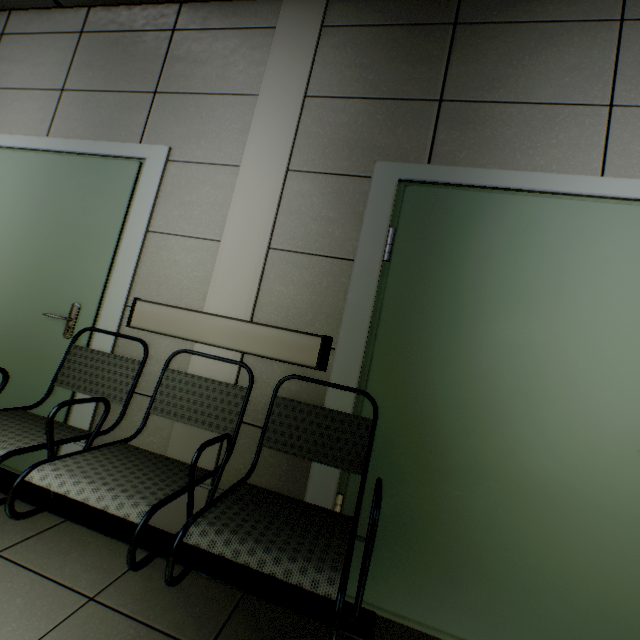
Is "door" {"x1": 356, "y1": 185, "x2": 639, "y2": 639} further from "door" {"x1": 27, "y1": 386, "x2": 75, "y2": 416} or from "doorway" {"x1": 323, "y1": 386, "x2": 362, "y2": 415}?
"door" {"x1": 27, "y1": 386, "x2": 75, "y2": 416}

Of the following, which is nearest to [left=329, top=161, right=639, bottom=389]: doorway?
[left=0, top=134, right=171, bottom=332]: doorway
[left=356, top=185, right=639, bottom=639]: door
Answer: [left=356, top=185, right=639, bottom=639]: door

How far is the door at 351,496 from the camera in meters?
1.5

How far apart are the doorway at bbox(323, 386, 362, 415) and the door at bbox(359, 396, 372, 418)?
0.0 meters

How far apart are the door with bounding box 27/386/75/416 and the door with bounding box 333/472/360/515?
1.7 meters

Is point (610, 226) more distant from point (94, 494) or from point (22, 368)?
point (22, 368)

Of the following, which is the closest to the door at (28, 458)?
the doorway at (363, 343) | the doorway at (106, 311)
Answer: the doorway at (106, 311)

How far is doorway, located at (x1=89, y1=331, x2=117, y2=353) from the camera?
1.9 meters
